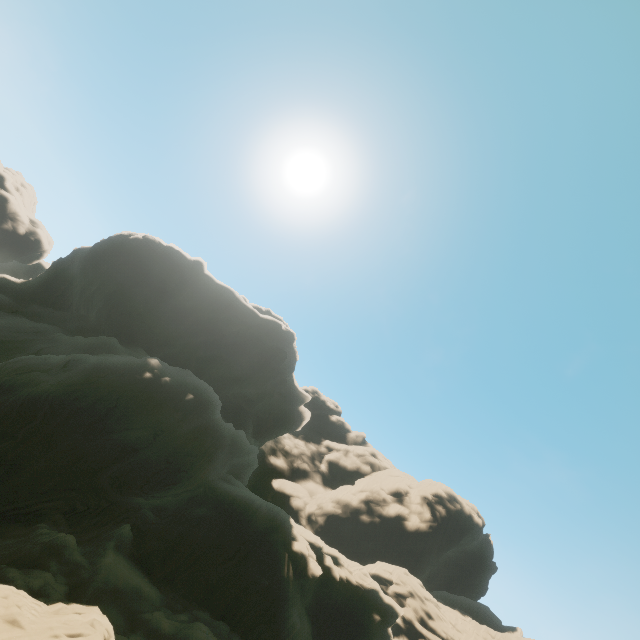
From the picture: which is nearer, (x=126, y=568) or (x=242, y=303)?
(x=126, y=568)
